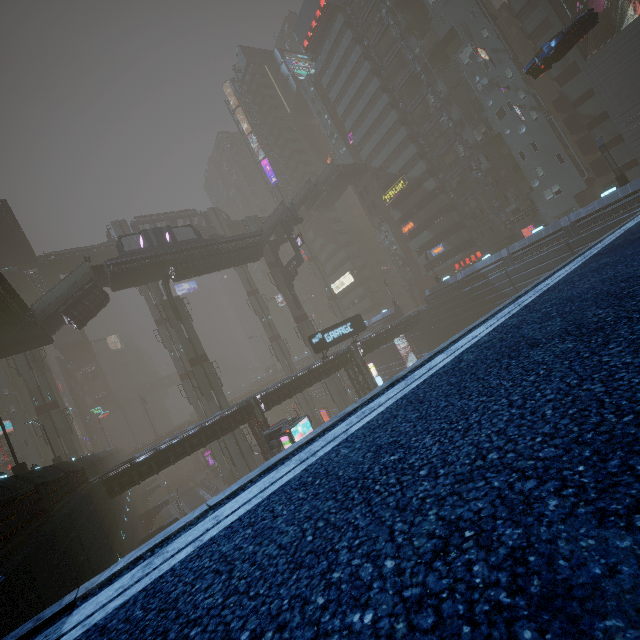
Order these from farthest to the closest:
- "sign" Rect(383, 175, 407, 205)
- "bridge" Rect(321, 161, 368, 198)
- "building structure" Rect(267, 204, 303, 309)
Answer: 1. "bridge" Rect(321, 161, 368, 198)
2. "sign" Rect(383, 175, 407, 205)
3. "building structure" Rect(267, 204, 303, 309)

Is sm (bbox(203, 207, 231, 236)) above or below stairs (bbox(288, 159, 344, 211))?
above

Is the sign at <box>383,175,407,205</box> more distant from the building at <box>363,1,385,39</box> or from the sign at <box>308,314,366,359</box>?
the sign at <box>308,314,366,359</box>

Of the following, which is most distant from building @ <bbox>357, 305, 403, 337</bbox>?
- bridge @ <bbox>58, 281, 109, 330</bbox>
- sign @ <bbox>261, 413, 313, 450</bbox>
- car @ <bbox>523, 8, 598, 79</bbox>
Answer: bridge @ <bbox>58, 281, 109, 330</bbox>

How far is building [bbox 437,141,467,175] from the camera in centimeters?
4588cm

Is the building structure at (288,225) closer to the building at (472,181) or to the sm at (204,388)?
the building at (472,181)

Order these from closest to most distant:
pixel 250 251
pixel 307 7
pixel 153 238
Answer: pixel 153 238 < pixel 250 251 < pixel 307 7

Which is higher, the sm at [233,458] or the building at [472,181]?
the building at [472,181]
